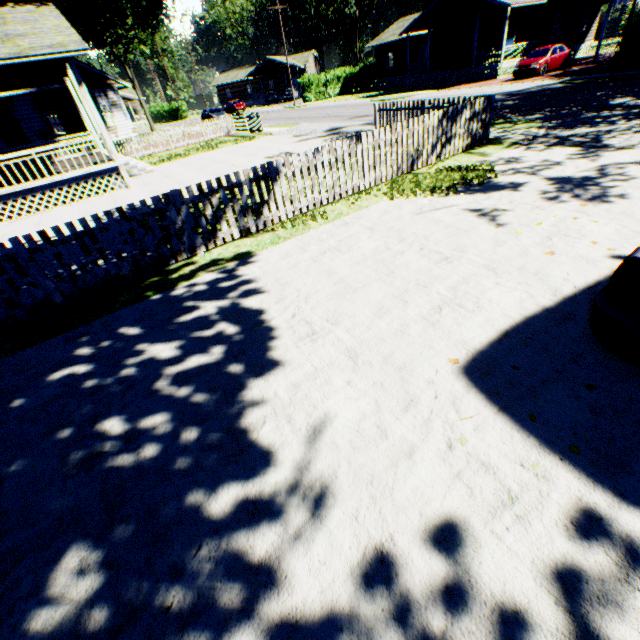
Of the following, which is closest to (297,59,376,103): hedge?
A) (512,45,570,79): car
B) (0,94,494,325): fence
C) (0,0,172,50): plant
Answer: (0,0,172,50): plant

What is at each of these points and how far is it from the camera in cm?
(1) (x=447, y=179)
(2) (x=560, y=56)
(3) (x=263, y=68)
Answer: (1) plant, 782
(2) car, 2344
(3) house, 5931

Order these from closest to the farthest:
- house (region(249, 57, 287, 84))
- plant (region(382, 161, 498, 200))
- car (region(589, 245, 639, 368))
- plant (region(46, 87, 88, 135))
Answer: car (region(589, 245, 639, 368)) < plant (region(382, 161, 498, 200)) < plant (region(46, 87, 88, 135)) < house (region(249, 57, 287, 84))

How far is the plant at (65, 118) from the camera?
19.59m

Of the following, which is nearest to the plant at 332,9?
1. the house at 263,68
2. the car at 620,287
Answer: the car at 620,287

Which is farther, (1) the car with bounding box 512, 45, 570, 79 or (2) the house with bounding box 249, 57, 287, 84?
(2) the house with bounding box 249, 57, 287, 84

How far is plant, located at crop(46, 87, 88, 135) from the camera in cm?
1959

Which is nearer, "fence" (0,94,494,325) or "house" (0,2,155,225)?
"fence" (0,94,494,325)
